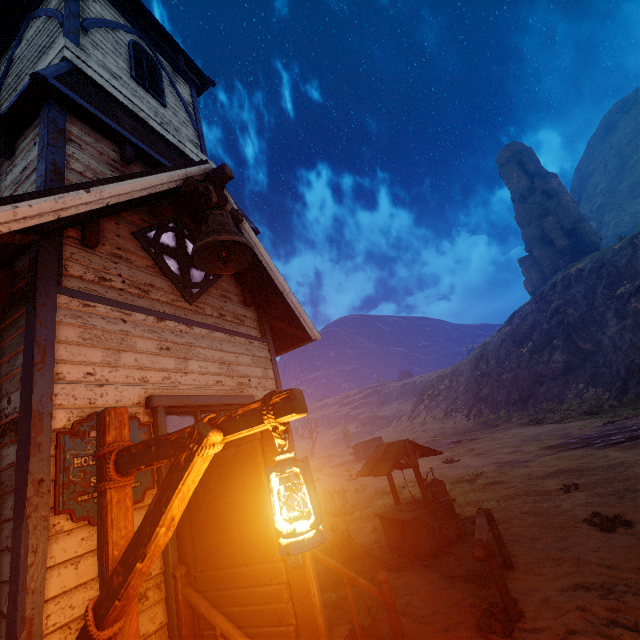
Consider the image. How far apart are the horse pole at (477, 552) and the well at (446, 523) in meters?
1.5 m

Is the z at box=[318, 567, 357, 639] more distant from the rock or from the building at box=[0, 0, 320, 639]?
the rock

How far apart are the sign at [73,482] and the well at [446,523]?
5.39m

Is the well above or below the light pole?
below

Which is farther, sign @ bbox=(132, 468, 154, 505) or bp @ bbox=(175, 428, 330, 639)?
sign @ bbox=(132, 468, 154, 505)

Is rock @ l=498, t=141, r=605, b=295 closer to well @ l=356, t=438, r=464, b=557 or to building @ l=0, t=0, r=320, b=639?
building @ l=0, t=0, r=320, b=639

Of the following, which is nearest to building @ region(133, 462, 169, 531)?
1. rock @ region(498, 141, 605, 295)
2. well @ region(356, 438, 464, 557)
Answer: well @ region(356, 438, 464, 557)

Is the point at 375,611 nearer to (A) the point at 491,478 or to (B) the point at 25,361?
(B) the point at 25,361
